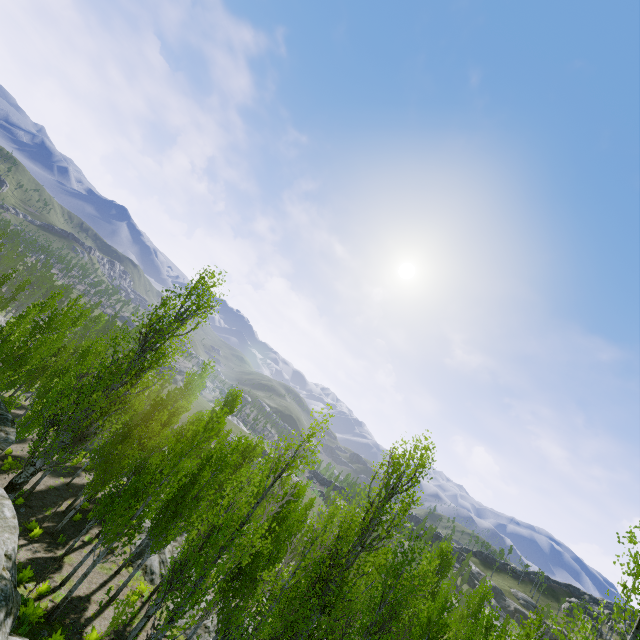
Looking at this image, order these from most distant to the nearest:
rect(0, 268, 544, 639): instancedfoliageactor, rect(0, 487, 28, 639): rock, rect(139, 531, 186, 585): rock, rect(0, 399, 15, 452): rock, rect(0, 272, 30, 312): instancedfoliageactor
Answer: rect(0, 272, 30, 312): instancedfoliageactor
rect(139, 531, 186, 585): rock
rect(0, 399, 15, 452): rock
rect(0, 268, 544, 639): instancedfoliageactor
rect(0, 487, 28, 639): rock

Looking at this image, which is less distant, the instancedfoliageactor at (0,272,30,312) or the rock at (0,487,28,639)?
the rock at (0,487,28,639)

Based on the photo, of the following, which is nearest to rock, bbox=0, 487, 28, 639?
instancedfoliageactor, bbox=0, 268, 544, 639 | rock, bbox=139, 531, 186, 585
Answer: instancedfoliageactor, bbox=0, 268, 544, 639

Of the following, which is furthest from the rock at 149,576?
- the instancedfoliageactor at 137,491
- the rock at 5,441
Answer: the rock at 5,441

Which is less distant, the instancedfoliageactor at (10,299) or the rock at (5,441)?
the rock at (5,441)

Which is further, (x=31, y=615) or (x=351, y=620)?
(x=351, y=620)

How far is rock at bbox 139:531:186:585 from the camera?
20.3m
